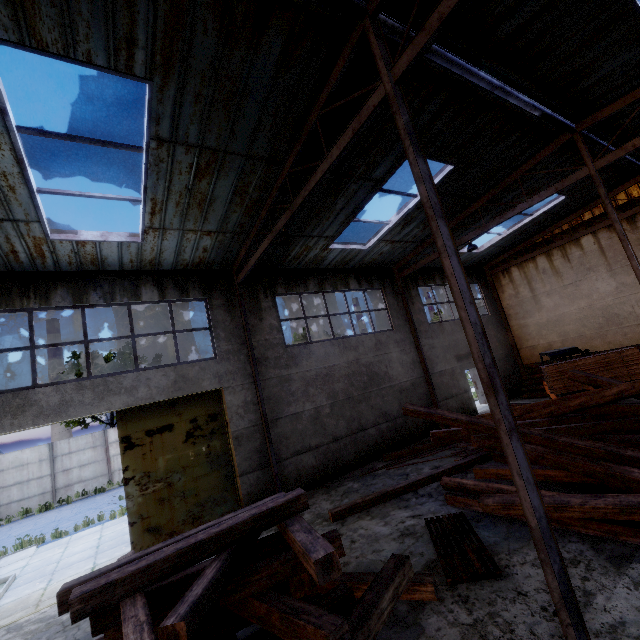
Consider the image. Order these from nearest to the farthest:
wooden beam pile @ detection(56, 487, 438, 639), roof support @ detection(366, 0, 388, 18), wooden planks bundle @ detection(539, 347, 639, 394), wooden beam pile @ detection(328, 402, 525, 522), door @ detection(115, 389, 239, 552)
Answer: wooden beam pile @ detection(56, 487, 438, 639) → roof support @ detection(366, 0, 388, 18) → wooden beam pile @ detection(328, 402, 525, 522) → door @ detection(115, 389, 239, 552) → wooden planks bundle @ detection(539, 347, 639, 394)

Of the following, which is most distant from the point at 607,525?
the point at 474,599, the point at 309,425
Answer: the point at 309,425

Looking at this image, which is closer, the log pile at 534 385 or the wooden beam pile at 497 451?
the wooden beam pile at 497 451

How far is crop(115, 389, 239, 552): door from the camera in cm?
841

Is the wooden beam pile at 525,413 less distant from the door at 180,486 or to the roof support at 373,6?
the roof support at 373,6

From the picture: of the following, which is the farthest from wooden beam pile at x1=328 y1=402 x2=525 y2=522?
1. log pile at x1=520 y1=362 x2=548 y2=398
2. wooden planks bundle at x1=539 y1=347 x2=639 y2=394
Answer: log pile at x1=520 y1=362 x2=548 y2=398

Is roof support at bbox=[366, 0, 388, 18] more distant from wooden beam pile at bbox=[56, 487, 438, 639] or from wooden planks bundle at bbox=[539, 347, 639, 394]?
wooden planks bundle at bbox=[539, 347, 639, 394]

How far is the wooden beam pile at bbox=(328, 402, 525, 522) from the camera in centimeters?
622cm
